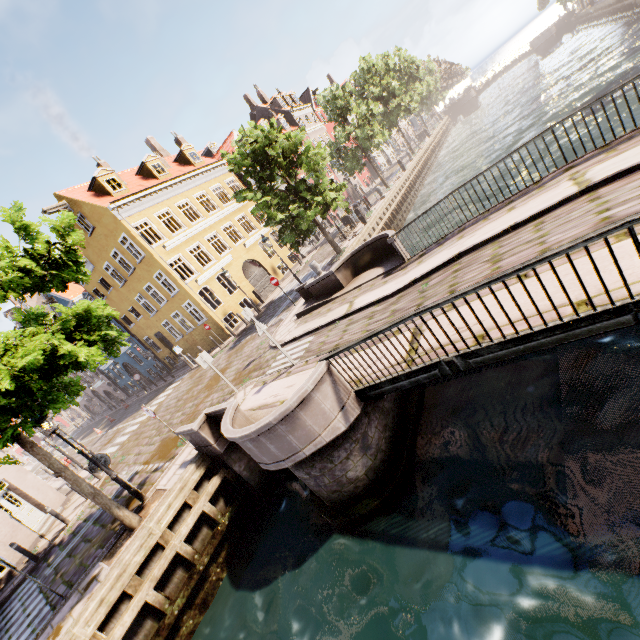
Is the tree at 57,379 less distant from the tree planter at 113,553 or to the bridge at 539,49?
the tree planter at 113,553

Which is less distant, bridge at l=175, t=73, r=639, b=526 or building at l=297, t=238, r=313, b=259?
bridge at l=175, t=73, r=639, b=526

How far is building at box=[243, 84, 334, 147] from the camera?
38.78m

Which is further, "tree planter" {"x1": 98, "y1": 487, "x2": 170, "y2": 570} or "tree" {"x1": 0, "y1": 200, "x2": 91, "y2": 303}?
"tree planter" {"x1": 98, "y1": 487, "x2": 170, "y2": 570}

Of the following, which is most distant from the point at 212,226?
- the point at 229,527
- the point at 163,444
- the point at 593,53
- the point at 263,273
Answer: the point at 593,53

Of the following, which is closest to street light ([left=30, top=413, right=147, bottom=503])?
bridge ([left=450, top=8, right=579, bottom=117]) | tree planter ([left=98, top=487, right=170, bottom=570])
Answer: tree planter ([left=98, top=487, right=170, bottom=570])

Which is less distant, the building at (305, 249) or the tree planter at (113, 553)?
the tree planter at (113, 553)
